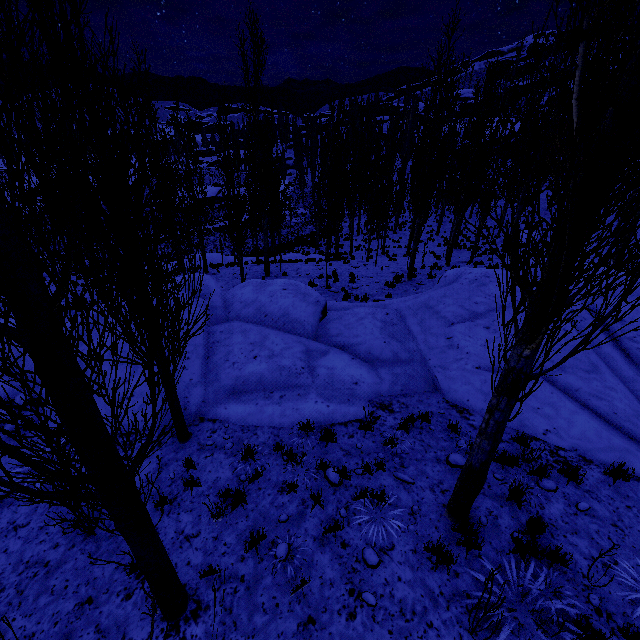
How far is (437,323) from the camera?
9.63m

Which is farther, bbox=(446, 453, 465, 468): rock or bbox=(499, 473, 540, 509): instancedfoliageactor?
bbox=(446, 453, 465, 468): rock

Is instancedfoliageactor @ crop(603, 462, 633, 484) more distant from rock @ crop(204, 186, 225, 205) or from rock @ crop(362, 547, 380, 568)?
rock @ crop(204, 186, 225, 205)

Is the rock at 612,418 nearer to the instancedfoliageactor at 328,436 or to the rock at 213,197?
the instancedfoliageactor at 328,436

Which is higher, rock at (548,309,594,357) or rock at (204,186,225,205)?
rock at (548,309,594,357)

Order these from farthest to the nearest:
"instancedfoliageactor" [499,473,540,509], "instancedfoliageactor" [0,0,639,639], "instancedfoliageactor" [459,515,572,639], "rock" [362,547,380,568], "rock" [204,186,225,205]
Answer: "rock" [204,186,225,205] → "instancedfoliageactor" [499,473,540,509] → "rock" [362,547,380,568] → "instancedfoliageactor" [459,515,572,639] → "instancedfoliageactor" [0,0,639,639]

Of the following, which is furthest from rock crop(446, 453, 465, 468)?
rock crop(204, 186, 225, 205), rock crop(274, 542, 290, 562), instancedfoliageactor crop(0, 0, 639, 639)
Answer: rock crop(204, 186, 225, 205)
